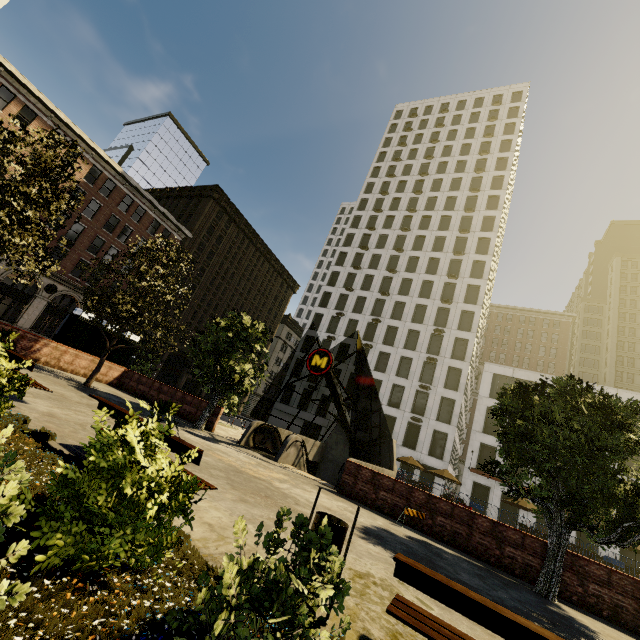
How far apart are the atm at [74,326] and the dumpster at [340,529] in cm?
1877

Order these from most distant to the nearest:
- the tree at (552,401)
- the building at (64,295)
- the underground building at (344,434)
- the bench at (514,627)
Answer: the building at (64,295), the underground building at (344,434), the tree at (552,401), the bench at (514,627)

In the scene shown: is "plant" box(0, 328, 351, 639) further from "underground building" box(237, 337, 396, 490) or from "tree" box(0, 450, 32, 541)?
"underground building" box(237, 337, 396, 490)

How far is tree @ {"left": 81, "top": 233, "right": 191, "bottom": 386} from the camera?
14.4 meters

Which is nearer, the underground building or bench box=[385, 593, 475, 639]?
bench box=[385, 593, 475, 639]

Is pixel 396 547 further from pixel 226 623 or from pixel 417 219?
pixel 417 219

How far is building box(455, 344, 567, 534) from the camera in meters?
31.5 m
